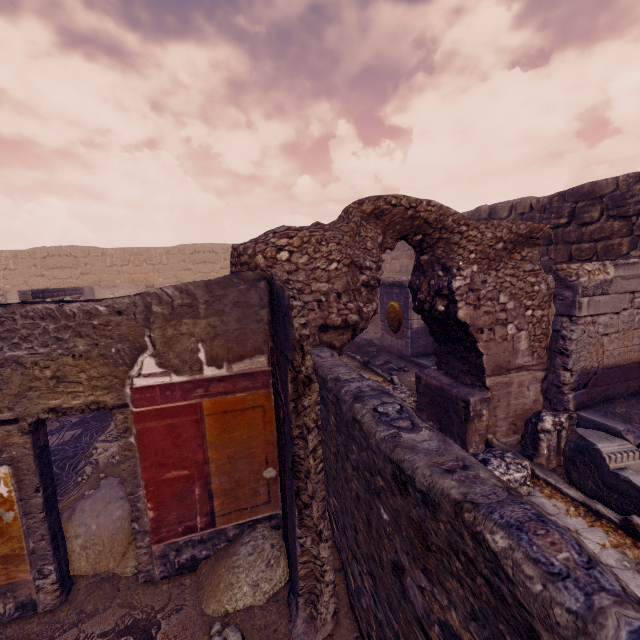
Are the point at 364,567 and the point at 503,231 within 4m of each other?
no

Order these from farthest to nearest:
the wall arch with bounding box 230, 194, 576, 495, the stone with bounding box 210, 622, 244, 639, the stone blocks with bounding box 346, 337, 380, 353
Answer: the stone blocks with bounding box 346, 337, 380, 353
the wall arch with bounding box 230, 194, 576, 495
the stone with bounding box 210, 622, 244, 639

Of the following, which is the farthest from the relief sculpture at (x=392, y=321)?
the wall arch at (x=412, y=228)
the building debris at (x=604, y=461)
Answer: the building debris at (x=604, y=461)

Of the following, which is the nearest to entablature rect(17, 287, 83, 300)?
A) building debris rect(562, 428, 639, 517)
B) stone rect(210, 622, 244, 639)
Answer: stone rect(210, 622, 244, 639)

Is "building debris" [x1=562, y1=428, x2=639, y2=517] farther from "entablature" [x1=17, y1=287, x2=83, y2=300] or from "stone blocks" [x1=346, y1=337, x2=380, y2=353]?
"entablature" [x1=17, y1=287, x2=83, y2=300]

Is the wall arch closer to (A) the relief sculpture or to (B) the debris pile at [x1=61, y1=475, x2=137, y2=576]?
(B) the debris pile at [x1=61, y1=475, x2=137, y2=576]

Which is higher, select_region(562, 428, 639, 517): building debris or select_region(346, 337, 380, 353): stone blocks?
select_region(346, 337, 380, 353): stone blocks

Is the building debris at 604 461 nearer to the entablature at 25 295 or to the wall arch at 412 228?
the wall arch at 412 228
